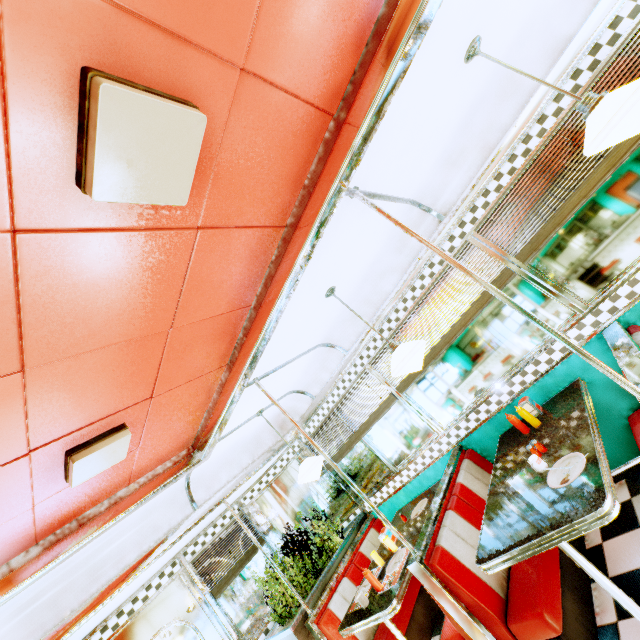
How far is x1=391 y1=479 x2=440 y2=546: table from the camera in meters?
3.5 m

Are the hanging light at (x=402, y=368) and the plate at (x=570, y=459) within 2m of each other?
yes

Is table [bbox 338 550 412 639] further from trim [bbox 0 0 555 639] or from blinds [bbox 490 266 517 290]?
trim [bbox 0 0 555 639]

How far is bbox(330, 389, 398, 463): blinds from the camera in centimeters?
417cm

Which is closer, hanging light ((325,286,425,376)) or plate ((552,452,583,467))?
plate ((552,452,583,467))

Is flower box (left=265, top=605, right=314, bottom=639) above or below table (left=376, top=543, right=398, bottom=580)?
above

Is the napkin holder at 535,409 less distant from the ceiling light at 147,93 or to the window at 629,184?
the window at 629,184

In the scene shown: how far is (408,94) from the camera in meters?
1.9 m
